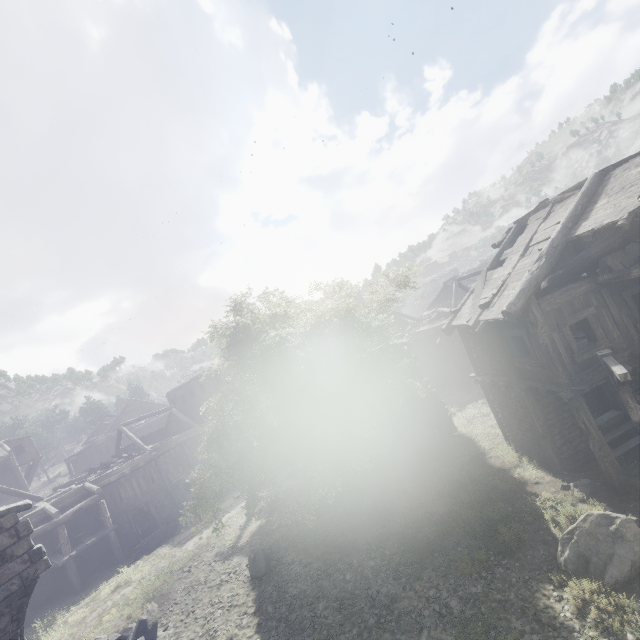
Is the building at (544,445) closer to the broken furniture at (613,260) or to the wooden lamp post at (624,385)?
the broken furniture at (613,260)

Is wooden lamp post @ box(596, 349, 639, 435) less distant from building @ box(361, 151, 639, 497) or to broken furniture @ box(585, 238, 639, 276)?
building @ box(361, 151, 639, 497)

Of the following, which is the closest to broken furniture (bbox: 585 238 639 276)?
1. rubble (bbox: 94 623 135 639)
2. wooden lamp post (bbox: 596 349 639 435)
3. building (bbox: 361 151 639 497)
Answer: building (bbox: 361 151 639 497)

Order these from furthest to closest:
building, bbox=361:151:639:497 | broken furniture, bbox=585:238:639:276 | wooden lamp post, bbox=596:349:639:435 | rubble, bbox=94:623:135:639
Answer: rubble, bbox=94:623:135:639
building, bbox=361:151:639:497
broken furniture, bbox=585:238:639:276
wooden lamp post, bbox=596:349:639:435

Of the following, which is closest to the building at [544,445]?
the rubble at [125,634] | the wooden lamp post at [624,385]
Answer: the rubble at [125,634]

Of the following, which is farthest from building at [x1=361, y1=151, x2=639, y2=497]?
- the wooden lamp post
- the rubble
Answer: the wooden lamp post

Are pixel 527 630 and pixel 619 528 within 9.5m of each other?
yes
